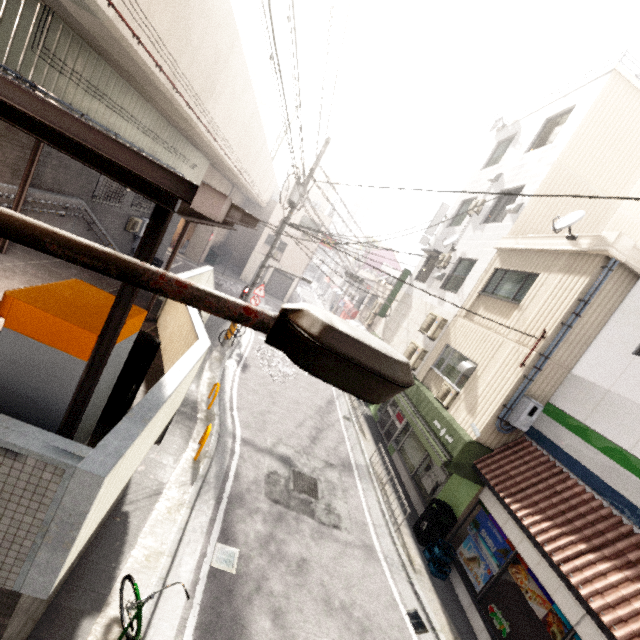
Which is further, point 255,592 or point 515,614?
point 515,614

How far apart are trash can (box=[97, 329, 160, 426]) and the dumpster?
25.4m

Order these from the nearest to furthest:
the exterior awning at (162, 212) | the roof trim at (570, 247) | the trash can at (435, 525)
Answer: the exterior awning at (162, 212) < the roof trim at (570, 247) < the trash can at (435, 525)

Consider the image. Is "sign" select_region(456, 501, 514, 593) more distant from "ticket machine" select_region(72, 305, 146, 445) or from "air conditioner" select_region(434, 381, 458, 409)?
"ticket machine" select_region(72, 305, 146, 445)

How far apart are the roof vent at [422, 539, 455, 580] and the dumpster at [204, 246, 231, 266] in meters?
26.0 m

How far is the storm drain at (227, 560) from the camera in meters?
5.7 m

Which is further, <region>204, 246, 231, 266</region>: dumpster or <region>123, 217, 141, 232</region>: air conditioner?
<region>204, 246, 231, 266</region>: dumpster

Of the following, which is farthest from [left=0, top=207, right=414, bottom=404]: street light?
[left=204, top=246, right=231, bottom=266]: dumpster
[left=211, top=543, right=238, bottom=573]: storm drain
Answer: [left=204, top=246, right=231, bottom=266]: dumpster
